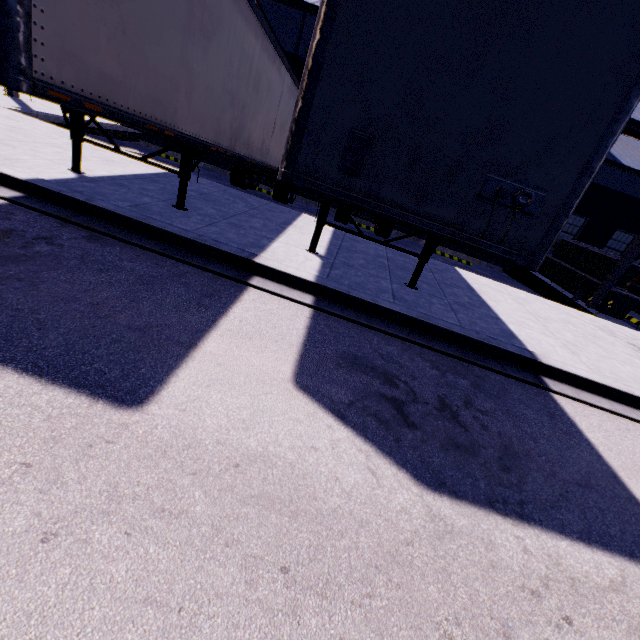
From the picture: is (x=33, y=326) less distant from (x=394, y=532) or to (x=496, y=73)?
(x=394, y=532)

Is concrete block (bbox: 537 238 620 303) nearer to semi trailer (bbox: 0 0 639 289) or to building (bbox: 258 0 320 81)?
building (bbox: 258 0 320 81)

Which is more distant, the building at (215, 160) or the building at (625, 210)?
the building at (215, 160)

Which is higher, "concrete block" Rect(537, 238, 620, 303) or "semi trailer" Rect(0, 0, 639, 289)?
"semi trailer" Rect(0, 0, 639, 289)

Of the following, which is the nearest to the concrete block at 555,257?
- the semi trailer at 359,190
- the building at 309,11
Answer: the building at 309,11

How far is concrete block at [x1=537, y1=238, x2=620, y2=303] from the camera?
12.77m

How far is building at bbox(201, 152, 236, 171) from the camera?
17.6 meters

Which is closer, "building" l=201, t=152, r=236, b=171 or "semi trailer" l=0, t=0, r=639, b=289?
"semi trailer" l=0, t=0, r=639, b=289
